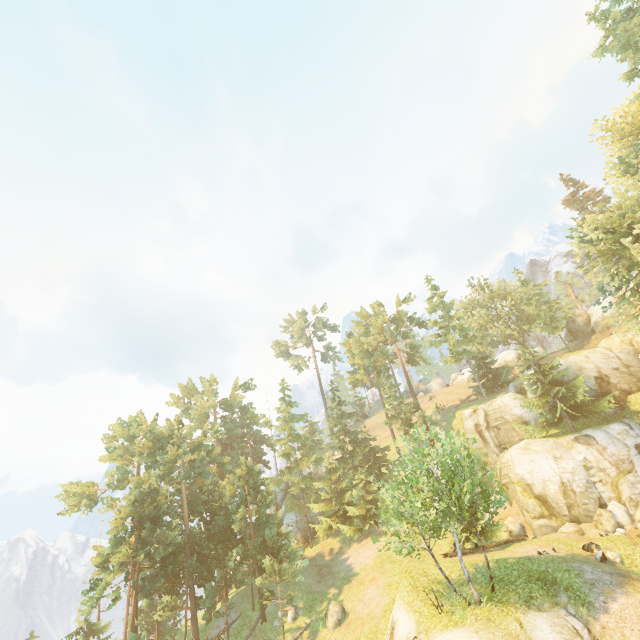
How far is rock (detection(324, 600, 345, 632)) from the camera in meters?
25.5 m

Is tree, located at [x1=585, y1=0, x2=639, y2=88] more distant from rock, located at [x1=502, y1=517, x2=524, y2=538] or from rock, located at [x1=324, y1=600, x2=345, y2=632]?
rock, located at [x1=502, y1=517, x2=524, y2=538]

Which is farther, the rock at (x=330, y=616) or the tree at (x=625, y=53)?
the tree at (x=625, y=53)

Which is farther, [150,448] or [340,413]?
[340,413]

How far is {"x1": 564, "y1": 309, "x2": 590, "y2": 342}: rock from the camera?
53.1 meters

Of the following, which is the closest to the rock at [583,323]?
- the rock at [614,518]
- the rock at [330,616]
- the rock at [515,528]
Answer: the rock at [614,518]

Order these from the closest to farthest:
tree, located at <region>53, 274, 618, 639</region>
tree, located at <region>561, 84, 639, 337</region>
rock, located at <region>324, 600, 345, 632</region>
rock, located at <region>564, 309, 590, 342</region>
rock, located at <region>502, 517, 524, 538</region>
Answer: tree, located at <region>53, 274, 618, 639</region>
tree, located at <region>561, 84, 639, 337</region>
rock, located at <region>324, 600, 345, 632</region>
rock, located at <region>502, 517, 524, 538</region>
rock, located at <region>564, 309, 590, 342</region>

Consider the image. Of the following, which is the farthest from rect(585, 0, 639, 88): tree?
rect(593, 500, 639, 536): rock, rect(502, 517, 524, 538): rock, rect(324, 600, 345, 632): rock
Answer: rect(593, 500, 639, 536): rock
